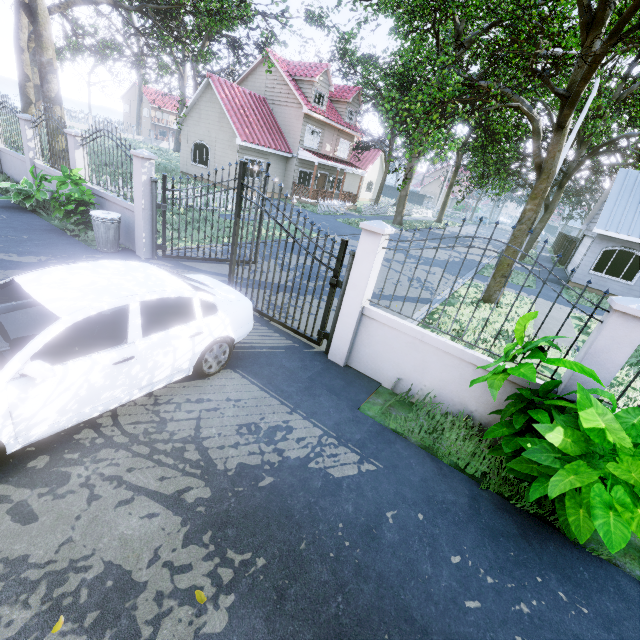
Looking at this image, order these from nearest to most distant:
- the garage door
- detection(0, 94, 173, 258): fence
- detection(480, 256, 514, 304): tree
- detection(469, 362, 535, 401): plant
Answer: detection(469, 362, 535, 401): plant
detection(0, 94, 173, 258): fence
detection(480, 256, 514, 304): tree
the garage door

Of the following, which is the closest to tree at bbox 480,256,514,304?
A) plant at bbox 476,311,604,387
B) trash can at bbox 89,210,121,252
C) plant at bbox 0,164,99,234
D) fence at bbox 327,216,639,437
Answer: fence at bbox 327,216,639,437

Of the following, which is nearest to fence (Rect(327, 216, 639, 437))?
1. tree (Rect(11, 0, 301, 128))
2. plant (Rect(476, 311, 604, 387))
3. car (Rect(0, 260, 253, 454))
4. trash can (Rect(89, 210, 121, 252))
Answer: plant (Rect(476, 311, 604, 387))

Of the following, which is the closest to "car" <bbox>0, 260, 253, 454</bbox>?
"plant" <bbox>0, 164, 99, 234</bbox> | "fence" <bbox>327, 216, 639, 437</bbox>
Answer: "fence" <bbox>327, 216, 639, 437</bbox>

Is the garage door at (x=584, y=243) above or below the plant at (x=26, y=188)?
above

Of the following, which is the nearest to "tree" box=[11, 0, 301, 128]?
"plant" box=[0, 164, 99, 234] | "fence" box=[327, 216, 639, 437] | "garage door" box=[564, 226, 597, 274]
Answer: "garage door" box=[564, 226, 597, 274]

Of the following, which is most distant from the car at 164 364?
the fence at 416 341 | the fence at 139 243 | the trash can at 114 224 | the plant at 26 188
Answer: the fence at 139 243

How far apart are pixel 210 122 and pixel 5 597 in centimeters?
2520cm
